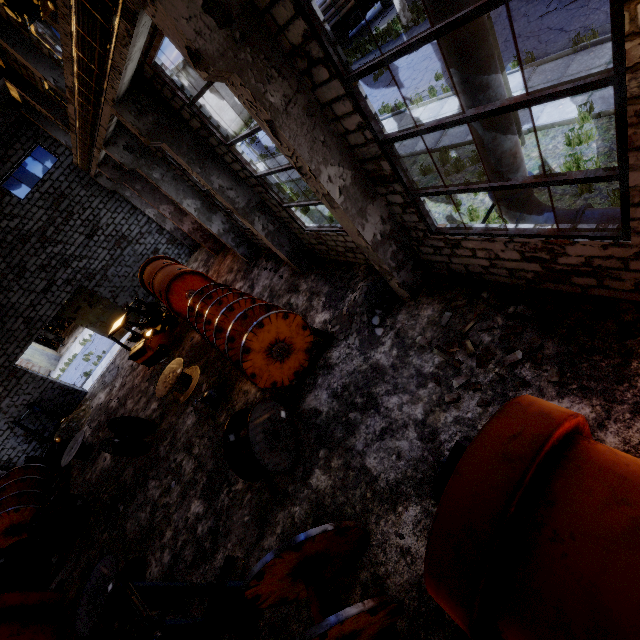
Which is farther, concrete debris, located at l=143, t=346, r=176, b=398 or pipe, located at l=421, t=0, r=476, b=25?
concrete debris, located at l=143, t=346, r=176, b=398

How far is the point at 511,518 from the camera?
2.7 meters

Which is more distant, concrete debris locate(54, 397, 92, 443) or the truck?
the truck

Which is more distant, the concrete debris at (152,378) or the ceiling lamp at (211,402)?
the concrete debris at (152,378)

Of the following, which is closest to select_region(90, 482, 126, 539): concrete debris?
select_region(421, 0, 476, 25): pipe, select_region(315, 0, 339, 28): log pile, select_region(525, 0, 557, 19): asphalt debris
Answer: select_region(421, 0, 476, 25): pipe

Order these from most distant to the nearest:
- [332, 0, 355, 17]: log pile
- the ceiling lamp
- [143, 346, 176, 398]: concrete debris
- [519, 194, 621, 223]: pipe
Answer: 1. [332, 0, 355, 17]: log pile
2. [143, 346, 176, 398]: concrete debris
3. the ceiling lamp
4. [519, 194, 621, 223]: pipe

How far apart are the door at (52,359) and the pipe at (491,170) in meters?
39.8 m

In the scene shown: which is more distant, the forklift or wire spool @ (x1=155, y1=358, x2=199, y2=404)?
the forklift
